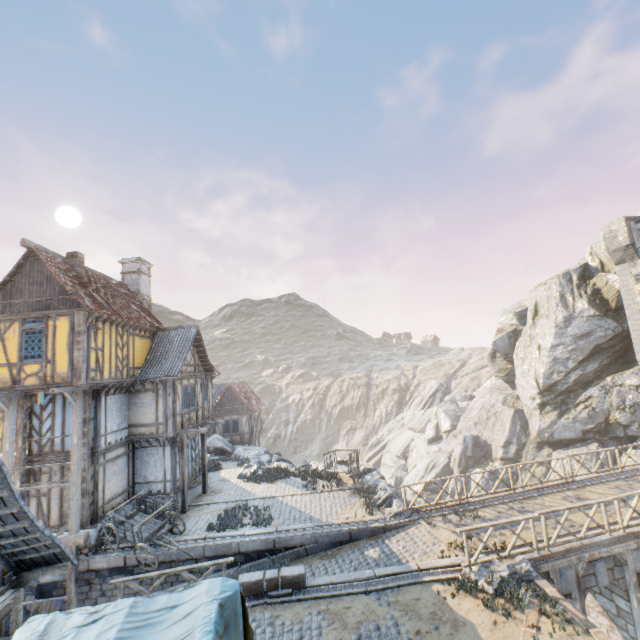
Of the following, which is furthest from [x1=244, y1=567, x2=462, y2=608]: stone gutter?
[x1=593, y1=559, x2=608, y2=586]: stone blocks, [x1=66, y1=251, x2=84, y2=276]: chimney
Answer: [x1=66, y1=251, x2=84, y2=276]: chimney

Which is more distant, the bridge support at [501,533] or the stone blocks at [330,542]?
the bridge support at [501,533]

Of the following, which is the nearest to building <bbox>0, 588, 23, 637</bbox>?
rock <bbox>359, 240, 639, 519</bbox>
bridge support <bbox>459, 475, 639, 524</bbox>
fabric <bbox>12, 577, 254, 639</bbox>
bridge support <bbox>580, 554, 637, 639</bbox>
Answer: fabric <bbox>12, 577, 254, 639</bbox>

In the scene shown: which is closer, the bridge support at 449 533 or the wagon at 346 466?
the bridge support at 449 533

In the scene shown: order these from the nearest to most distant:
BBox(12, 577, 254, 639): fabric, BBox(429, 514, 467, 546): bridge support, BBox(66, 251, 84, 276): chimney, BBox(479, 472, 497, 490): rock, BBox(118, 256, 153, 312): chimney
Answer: BBox(12, 577, 254, 639): fabric
BBox(429, 514, 467, 546): bridge support
BBox(66, 251, 84, 276): chimney
BBox(118, 256, 153, 312): chimney
BBox(479, 472, 497, 490): rock

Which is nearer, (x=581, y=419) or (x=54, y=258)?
(x=54, y=258)

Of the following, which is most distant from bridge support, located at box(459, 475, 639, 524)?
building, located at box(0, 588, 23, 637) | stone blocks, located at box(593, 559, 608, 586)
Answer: building, located at box(0, 588, 23, 637)

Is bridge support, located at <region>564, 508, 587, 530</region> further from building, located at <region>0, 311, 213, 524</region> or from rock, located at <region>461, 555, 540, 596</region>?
building, located at <region>0, 311, 213, 524</region>
